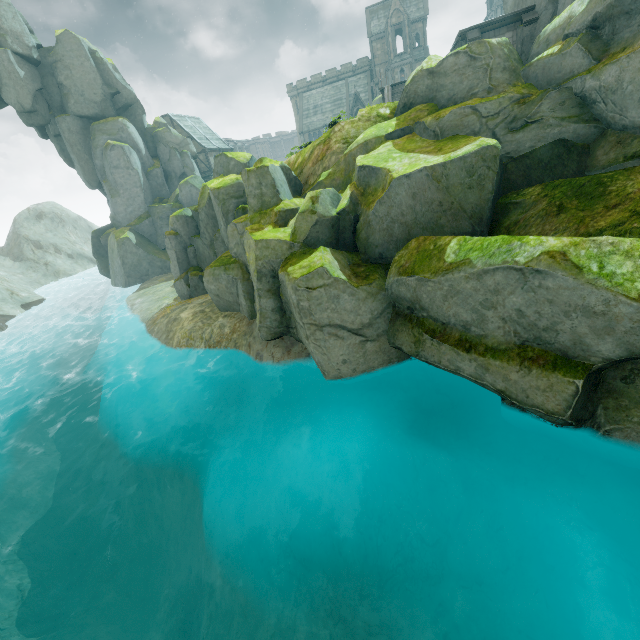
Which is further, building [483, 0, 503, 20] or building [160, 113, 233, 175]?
building [483, 0, 503, 20]

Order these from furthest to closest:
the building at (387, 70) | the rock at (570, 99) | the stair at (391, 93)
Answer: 1. the building at (387, 70)
2. the stair at (391, 93)
3. the rock at (570, 99)

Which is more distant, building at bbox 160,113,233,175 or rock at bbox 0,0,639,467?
building at bbox 160,113,233,175

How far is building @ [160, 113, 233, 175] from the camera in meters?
49.6 m

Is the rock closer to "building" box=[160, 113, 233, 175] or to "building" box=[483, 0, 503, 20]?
"building" box=[160, 113, 233, 175]

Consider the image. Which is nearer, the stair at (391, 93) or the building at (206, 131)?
the stair at (391, 93)

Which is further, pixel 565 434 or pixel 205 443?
pixel 205 443

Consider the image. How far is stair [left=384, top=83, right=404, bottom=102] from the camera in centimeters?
2775cm
